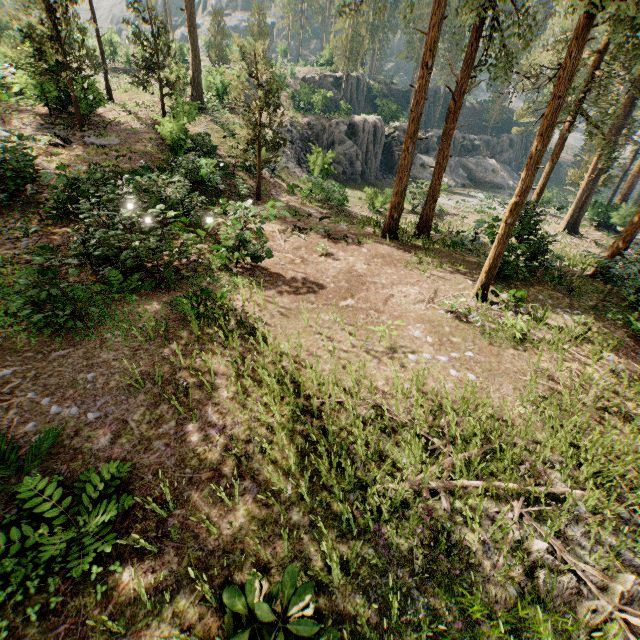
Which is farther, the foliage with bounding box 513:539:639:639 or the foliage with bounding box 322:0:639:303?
the foliage with bounding box 322:0:639:303

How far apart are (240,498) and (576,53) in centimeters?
1265cm

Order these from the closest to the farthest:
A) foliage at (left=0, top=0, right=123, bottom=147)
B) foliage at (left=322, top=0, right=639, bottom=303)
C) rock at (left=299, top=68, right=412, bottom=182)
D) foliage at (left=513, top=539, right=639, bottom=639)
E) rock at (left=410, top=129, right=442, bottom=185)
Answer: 1. foliage at (left=513, top=539, right=639, bottom=639)
2. foliage at (left=322, top=0, right=639, bottom=303)
3. foliage at (left=0, top=0, right=123, bottom=147)
4. rock at (left=299, top=68, right=412, bottom=182)
5. rock at (left=410, top=129, right=442, bottom=185)

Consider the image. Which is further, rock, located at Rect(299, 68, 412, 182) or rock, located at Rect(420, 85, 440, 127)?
rock, located at Rect(420, 85, 440, 127)

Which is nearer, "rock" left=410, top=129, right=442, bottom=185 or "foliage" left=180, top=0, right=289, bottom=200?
"foliage" left=180, top=0, right=289, bottom=200

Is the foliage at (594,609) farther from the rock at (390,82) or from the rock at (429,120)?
the rock at (390,82)

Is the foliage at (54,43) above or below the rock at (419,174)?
above

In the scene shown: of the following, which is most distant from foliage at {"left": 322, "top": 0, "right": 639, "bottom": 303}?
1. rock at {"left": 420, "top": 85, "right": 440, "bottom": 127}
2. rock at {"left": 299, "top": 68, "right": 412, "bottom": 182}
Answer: rock at {"left": 299, "top": 68, "right": 412, "bottom": 182}
